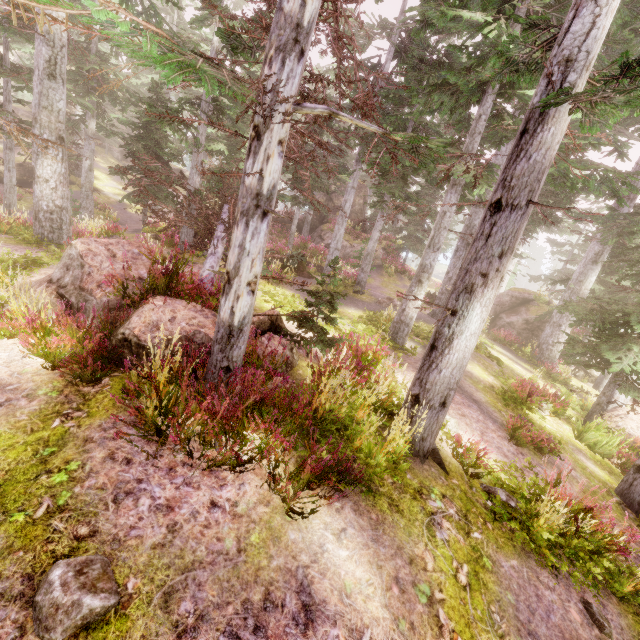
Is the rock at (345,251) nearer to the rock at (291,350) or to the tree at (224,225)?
the tree at (224,225)

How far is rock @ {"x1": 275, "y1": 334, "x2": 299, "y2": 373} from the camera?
6.3 meters

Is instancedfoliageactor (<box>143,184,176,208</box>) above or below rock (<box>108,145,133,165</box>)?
below

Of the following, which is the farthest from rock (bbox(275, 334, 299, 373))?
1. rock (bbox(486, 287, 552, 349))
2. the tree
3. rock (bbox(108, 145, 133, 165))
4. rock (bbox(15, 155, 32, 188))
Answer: rock (bbox(108, 145, 133, 165))

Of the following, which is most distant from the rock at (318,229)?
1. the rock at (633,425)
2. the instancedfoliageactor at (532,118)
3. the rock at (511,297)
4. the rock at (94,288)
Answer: the rock at (633,425)

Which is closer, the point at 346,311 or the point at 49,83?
the point at 49,83
